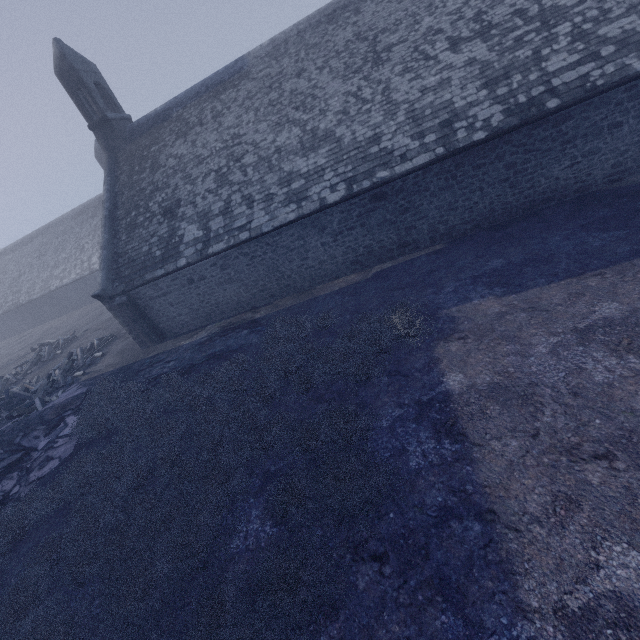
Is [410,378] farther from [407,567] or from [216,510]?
[216,510]
